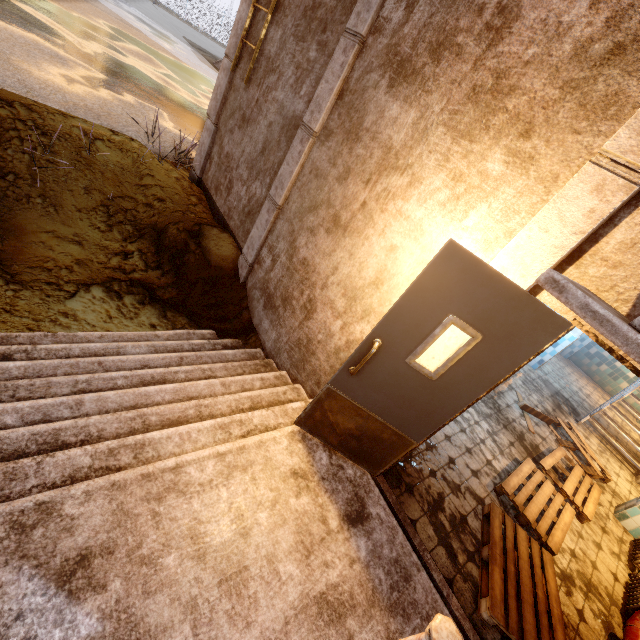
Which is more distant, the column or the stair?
the column

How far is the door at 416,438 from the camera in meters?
2.1

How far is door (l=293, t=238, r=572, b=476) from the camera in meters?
2.1

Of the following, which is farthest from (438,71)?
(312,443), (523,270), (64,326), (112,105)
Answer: (112,105)

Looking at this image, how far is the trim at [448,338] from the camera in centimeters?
255cm

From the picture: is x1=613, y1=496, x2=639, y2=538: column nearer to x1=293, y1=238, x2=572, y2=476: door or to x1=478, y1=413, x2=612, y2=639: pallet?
x1=478, y1=413, x2=612, y2=639: pallet

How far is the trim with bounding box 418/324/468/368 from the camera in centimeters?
255cm

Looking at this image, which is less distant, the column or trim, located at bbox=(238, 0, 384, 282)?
trim, located at bbox=(238, 0, 384, 282)
